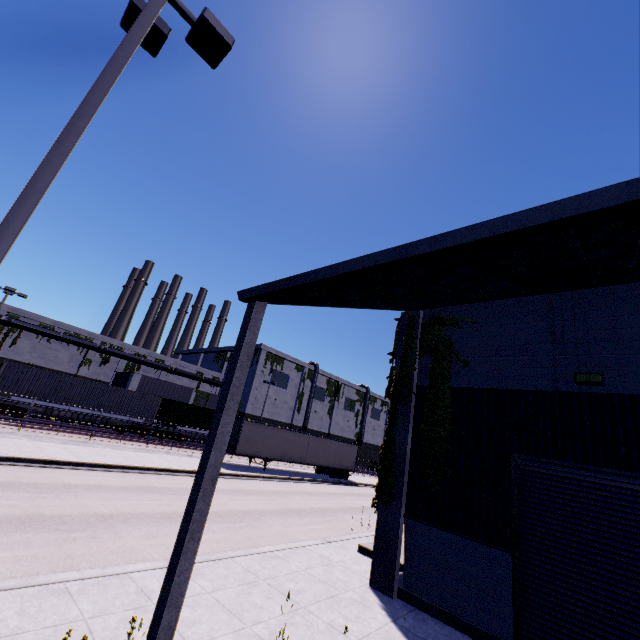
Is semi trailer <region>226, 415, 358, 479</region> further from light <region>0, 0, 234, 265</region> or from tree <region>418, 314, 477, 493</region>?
light <region>0, 0, 234, 265</region>

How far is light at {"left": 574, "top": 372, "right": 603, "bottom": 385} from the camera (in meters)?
6.77

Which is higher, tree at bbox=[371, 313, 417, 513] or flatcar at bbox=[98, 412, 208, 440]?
tree at bbox=[371, 313, 417, 513]

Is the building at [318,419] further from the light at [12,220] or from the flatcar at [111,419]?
the light at [12,220]

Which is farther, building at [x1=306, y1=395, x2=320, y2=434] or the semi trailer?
building at [x1=306, y1=395, x2=320, y2=434]

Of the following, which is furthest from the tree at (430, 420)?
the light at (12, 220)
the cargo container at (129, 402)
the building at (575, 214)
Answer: the light at (12, 220)

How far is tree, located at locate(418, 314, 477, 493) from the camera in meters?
8.3 m

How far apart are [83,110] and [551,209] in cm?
581
